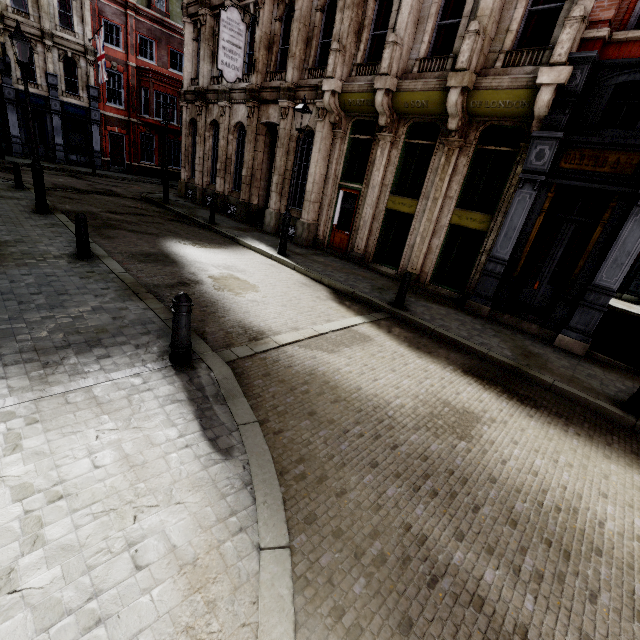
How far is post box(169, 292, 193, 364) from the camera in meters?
4.1

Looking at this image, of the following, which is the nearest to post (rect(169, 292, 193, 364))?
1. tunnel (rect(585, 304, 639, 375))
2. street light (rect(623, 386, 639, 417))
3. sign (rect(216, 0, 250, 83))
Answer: street light (rect(623, 386, 639, 417))

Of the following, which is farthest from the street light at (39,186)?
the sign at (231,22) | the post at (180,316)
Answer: the post at (180,316)

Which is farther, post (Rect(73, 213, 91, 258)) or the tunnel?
the tunnel

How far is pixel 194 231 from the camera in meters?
Result: 12.8 m

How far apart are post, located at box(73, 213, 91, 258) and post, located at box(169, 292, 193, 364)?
4.72m

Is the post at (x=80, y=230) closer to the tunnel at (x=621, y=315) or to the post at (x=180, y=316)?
the post at (x=180, y=316)

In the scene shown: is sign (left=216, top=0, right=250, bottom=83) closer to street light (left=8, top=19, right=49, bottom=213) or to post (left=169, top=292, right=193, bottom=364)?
street light (left=8, top=19, right=49, bottom=213)
